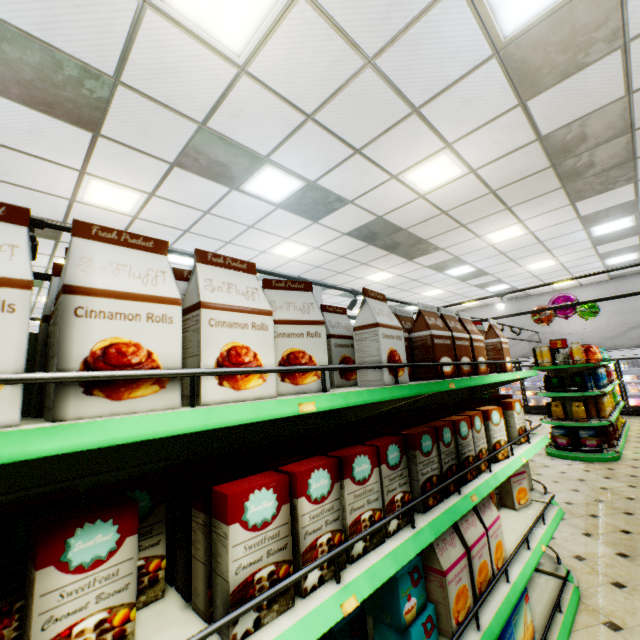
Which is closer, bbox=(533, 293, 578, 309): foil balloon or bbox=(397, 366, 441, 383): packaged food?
bbox=(397, 366, 441, 383): packaged food

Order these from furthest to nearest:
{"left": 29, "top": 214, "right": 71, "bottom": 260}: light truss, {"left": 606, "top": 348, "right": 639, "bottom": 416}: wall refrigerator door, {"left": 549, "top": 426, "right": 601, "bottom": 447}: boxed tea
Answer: {"left": 606, "top": 348, "right": 639, "bottom": 416}: wall refrigerator door → {"left": 549, "top": 426, "right": 601, "bottom": 447}: boxed tea → {"left": 29, "top": 214, "right": 71, "bottom": 260}: light truss

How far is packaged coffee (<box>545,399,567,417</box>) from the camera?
6.99m

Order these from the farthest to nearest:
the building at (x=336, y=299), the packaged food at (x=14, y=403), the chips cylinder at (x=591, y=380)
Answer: the building at (x=336, y=299), the chips cylinder at (x=591, y=380), the packaged food at (x=14, y=403)

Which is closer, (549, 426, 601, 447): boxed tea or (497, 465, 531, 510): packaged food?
(497, 465, 531, 510): packaged food

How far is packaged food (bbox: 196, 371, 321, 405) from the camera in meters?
0.9

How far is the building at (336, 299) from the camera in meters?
9.9 m

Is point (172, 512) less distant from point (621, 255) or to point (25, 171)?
point (25, 171)
